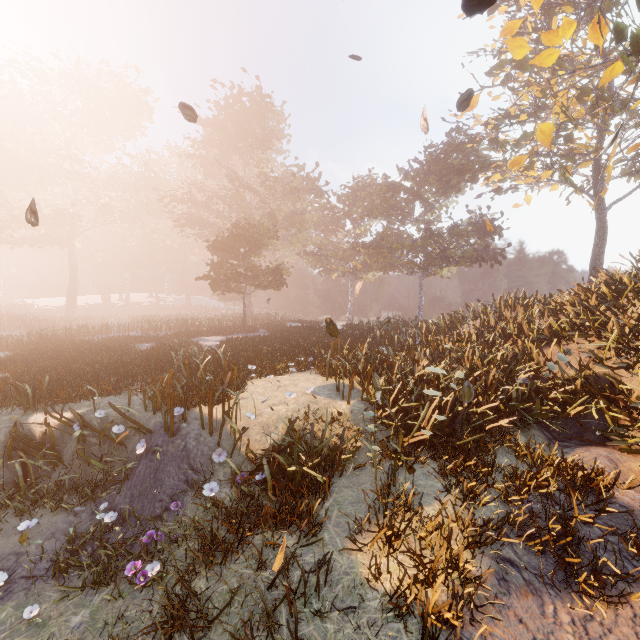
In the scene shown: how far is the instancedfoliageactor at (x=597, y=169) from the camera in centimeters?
2103cm

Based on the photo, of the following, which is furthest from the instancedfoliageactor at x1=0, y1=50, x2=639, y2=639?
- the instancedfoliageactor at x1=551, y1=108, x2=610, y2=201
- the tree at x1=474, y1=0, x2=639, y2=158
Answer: the tree at x1=474, y1=0, x2=639, y2=158

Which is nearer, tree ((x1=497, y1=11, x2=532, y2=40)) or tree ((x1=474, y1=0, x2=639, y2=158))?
tree ((x1=474, y1=0, x2=639, y2=158))

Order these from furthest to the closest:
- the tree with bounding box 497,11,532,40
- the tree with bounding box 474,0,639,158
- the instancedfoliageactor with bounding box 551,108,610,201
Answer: the instancedfoliageactor with bounding box 551,108,610,201 < the tree with bounding box 497,11,532,40 < the tree with bounding box 474,0,639,158

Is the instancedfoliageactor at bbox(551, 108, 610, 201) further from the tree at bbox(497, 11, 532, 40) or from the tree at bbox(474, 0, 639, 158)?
the tree at bbox(497, 11, 532, 40)

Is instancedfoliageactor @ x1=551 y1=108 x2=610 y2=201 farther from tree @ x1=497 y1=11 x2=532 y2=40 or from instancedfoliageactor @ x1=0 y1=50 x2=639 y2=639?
instancedfoliageactor @ x1=0 y1=50 x2=639 y2=639

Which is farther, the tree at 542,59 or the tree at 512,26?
the tree at 512,26

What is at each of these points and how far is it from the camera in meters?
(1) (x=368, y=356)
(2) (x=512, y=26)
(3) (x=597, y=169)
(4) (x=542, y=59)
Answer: (1) instancedfoliageactor, 11.3
(2) tree, 8.3
(3) instancedfoliageactor, 25.6
(4) tree, 8.6
